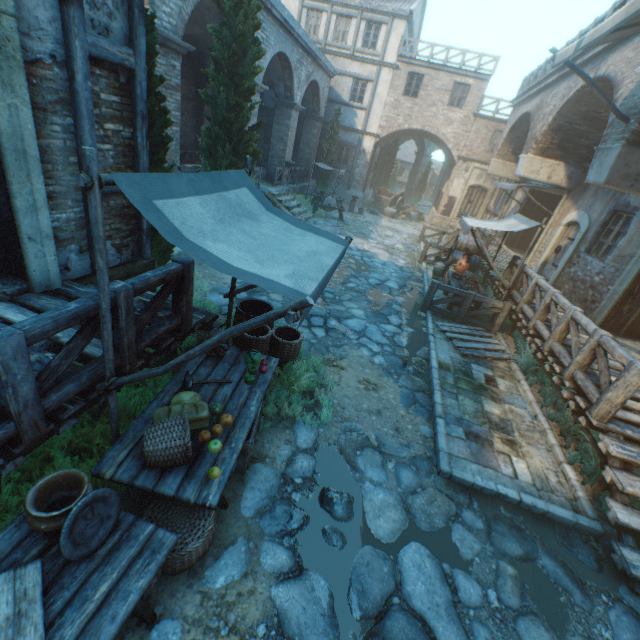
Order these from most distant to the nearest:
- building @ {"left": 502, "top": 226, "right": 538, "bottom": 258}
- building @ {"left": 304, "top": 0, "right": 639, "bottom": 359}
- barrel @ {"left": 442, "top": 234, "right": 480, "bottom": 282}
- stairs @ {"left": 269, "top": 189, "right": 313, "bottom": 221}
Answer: building @ {"left": 502, "top": 226, "right": 538, "bottom": 258}
stairs @ {"left": 269, "top": 189, "right": 313, "bottom": 221}
barrel @ {"left": 442, "top": 234, "right": 480, "bottom": 282}
building @ {"left": 304, "top": 0, "right": 639, "bottom": 359}

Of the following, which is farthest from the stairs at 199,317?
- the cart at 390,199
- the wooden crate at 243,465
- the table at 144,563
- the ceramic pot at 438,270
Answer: the cart at 390,199

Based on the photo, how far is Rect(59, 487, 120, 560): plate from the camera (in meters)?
2.08

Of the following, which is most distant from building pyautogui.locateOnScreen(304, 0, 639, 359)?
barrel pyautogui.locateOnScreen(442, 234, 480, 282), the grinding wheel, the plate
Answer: the grinding wheel

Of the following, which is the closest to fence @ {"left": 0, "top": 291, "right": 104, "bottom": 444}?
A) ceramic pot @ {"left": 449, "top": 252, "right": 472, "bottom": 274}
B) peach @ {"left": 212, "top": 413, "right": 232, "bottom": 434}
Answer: peach @ {"left": 212, "top": 413, "right": 232, "bottom": 434}

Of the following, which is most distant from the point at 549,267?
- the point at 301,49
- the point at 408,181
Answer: the point at 408,181

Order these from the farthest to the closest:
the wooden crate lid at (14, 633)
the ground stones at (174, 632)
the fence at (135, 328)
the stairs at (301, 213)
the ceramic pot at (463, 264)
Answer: the stairs at (301, 213)
the ceramic pot at (463, 264)
the fence at (135, 328)
the ground stones at (174, 632)
the wooden crate lid at (14, 633)

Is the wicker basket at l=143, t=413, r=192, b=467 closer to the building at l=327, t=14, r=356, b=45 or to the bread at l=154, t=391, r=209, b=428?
the bread at l=154, t=391, r=209, b=428
